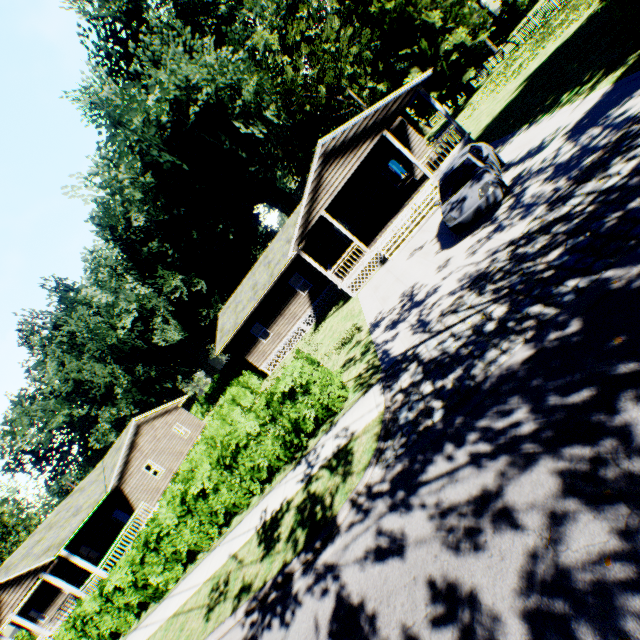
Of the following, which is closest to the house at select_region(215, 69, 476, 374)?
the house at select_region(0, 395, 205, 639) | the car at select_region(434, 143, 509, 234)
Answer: the car at select_region(434, 143, 509, 234)

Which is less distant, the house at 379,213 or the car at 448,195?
the car at 448,195

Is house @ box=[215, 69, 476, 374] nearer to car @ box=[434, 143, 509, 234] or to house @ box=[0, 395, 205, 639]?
car @ box=[434, 143, 509, 234]

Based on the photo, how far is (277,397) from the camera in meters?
9.8

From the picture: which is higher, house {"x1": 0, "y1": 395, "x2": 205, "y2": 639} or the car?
house {"x1": 0, "y1": 395, "x2": 205, "y2": 639}

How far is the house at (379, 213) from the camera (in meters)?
16.45

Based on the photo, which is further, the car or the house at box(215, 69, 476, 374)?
the house at box(215, 69, 476, 374)

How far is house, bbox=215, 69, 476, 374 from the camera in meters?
16.5
